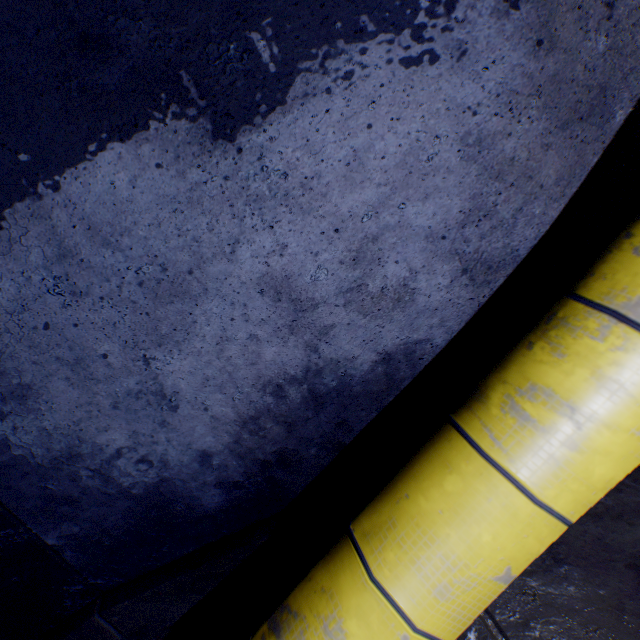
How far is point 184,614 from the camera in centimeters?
151cm

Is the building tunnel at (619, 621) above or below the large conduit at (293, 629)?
below

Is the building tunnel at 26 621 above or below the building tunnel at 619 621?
above

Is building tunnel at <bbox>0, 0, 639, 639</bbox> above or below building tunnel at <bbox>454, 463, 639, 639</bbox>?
above

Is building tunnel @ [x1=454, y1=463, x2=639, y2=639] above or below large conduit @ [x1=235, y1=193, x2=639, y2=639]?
below
